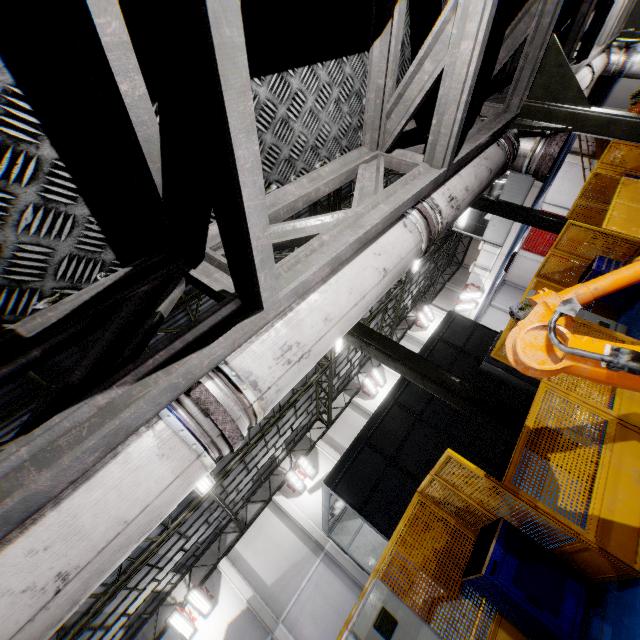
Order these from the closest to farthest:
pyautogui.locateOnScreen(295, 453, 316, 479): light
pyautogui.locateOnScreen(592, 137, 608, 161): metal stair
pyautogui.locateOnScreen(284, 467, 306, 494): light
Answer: pyautogui.locateOnScreen(284, 467, 306, 494): light
pyautogui.locateOnScreen(295, 453, 316, 479): light
pyautogui.locateOnScreen(592, 137, 608, 161): metal stair

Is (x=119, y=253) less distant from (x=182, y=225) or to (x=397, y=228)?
(x=182, y=225)

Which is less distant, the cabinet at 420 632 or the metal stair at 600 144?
the cabinet at 420 632

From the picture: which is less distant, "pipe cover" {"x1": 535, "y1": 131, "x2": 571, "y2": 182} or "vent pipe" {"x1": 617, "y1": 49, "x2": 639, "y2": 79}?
"pipe cover" {"x1": 535, "y1": 131, "x2": 571, "y2": 182}

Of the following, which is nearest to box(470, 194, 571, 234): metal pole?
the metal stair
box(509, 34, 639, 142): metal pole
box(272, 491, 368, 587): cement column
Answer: box(509, 34, 639, 142): metal pole

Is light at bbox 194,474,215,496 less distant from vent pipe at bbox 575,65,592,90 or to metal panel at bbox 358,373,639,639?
metal panel at bbox 358,373,639,639

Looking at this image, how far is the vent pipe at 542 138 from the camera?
3.6 meters

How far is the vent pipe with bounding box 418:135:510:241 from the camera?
2.54m
